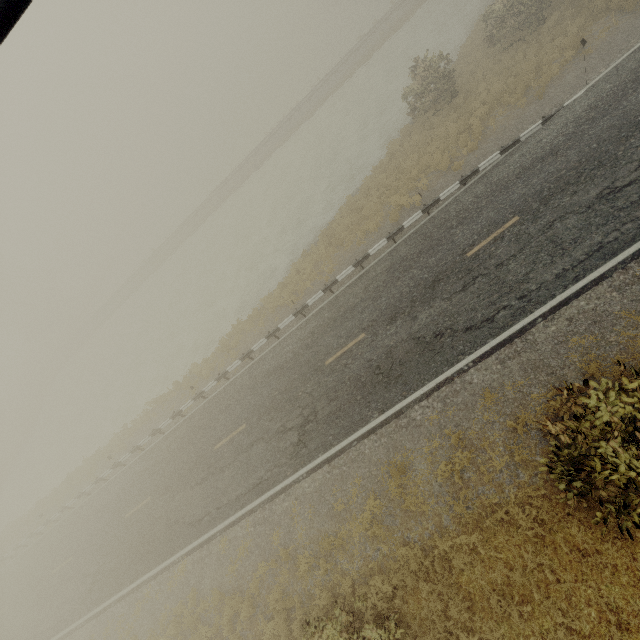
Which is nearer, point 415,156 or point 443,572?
point 443,572
